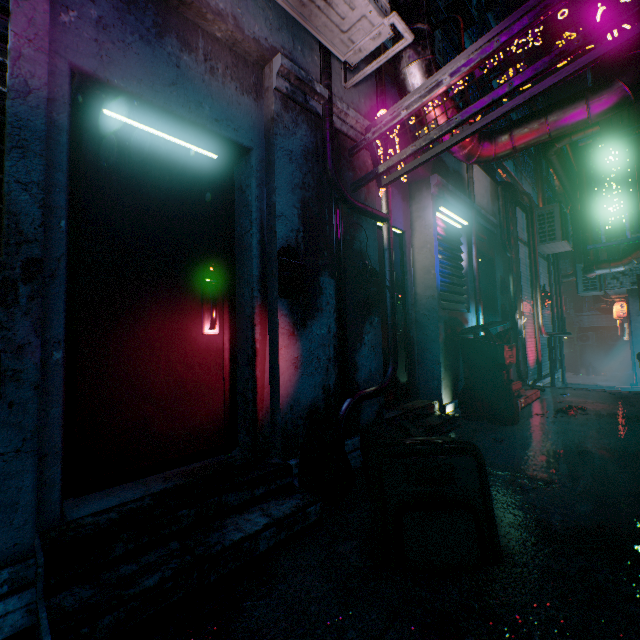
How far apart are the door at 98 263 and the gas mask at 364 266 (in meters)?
0.97

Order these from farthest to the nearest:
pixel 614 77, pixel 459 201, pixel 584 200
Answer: pixel 584 200 < pixel 459 201 < pixel 614 77

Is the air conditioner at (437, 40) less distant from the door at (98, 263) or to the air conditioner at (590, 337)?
the door at (98, 263)

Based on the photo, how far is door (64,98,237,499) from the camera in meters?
1.7 m

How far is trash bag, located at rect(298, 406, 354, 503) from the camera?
1.9 meters

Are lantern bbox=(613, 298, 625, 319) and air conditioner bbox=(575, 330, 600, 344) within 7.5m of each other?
no

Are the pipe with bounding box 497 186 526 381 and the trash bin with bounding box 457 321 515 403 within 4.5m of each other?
yes

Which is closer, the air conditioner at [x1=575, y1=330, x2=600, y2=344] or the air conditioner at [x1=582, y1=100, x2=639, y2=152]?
the air conditioner at [x1=582, y1=100, x2=639, y2=152]
